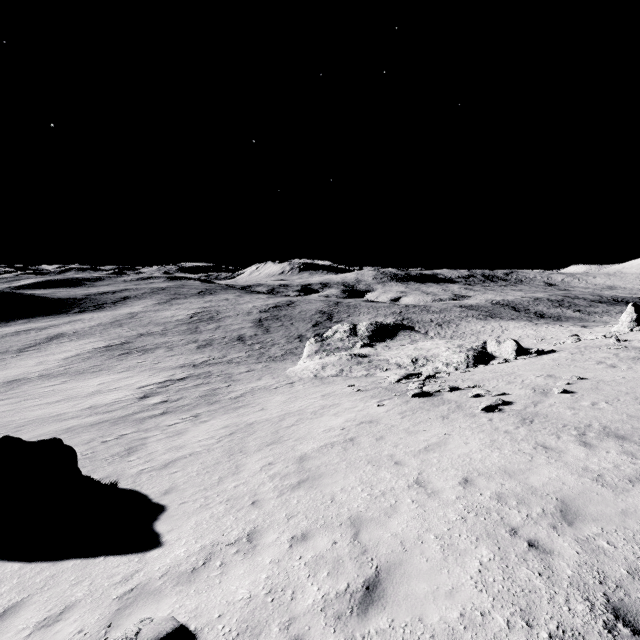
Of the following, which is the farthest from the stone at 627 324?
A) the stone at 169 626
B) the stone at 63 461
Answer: the stone at 169 626

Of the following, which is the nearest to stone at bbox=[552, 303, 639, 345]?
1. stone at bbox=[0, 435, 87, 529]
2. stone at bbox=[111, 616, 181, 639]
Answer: stone at bbox=[0, 435, 87, 529]

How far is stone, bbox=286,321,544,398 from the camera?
27.2m

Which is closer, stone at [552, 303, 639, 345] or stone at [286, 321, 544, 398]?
stone at [286, 321, 544, 398]

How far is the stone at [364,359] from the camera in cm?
2722

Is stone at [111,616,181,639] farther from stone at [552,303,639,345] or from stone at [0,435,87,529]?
stone at [552,303,639,345]

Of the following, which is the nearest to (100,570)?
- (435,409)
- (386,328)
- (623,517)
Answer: (623,517)

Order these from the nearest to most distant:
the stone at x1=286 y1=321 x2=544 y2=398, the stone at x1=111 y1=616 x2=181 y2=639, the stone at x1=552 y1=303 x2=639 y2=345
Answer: the stone at x1=111 y1=616 x2=181 y2=639 < the stone at x1=286 y1=321 x2=544 y2=398 < the stone at x1=552 y1=303 x2=639 y2=345
